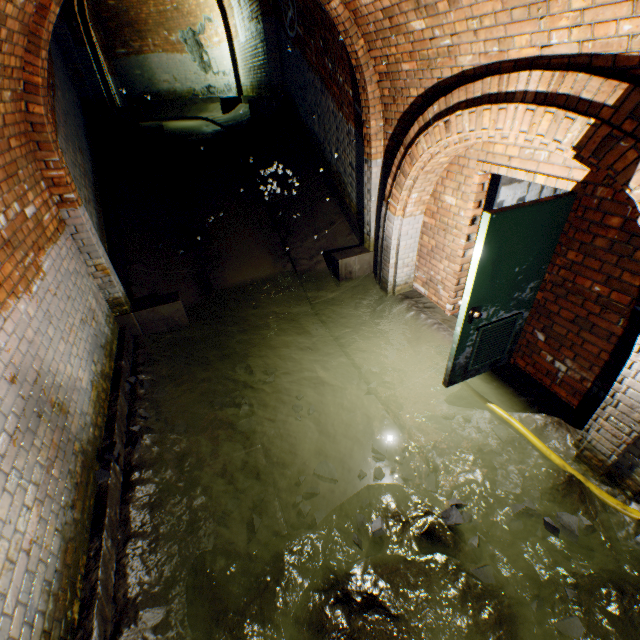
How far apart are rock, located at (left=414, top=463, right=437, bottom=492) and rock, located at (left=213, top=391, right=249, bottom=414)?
2.16m

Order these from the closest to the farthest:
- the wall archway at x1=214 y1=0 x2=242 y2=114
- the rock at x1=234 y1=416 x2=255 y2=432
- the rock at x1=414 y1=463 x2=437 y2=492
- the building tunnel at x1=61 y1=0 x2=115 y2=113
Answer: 1. the rock at x1=414 y1=463 x2=437 y2=492
2. the rock at x1=234 y1=416 x2=255 y2=432
3. the building tunnel at x1=61 y1=0 x2=115 y2=113
4. the wall archway at x1=214 y1=0 x2=242 y2=114

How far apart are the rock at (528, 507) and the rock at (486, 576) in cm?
44

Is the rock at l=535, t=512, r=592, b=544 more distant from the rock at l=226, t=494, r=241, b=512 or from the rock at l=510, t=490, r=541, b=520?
the rock at l=226, t=494, r=241, b=512

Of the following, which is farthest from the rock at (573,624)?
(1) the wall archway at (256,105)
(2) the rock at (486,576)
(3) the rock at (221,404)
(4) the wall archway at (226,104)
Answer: (4) the wall archway at (226,104)

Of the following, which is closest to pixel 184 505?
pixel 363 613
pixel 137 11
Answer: pixel 363 613

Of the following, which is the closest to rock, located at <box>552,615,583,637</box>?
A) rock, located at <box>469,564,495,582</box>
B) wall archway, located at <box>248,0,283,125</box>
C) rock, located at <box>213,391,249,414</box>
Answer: rock, located at <box>469,564,495,582</box>

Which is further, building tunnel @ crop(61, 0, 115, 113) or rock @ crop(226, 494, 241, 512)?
building tunnel @ crop(61, 0, 115, 113)
